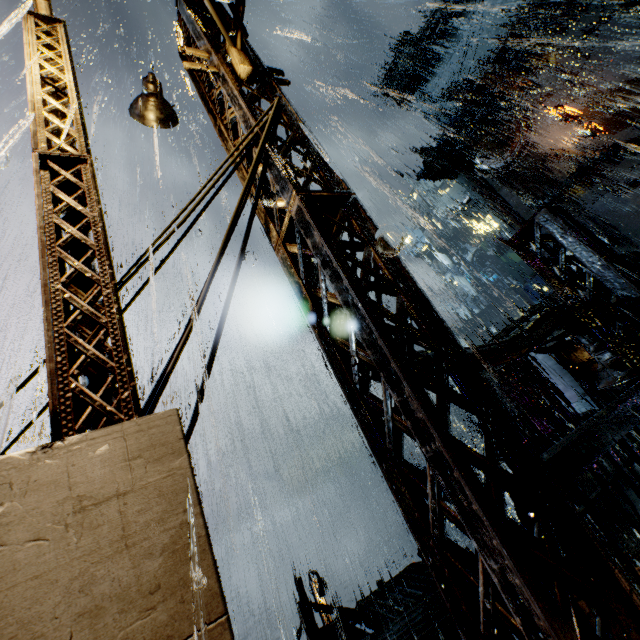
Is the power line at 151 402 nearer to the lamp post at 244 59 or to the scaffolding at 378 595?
the lamp post at 244 59

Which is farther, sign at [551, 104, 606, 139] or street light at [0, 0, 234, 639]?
sign at [551, 104, 606, 139]

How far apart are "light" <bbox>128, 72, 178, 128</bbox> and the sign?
41.2 meters

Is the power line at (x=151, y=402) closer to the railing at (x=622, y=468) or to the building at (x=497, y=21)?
the building at (x=497, y=21)

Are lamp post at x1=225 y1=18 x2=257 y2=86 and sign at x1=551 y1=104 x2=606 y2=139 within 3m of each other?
no

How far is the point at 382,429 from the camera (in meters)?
2.48

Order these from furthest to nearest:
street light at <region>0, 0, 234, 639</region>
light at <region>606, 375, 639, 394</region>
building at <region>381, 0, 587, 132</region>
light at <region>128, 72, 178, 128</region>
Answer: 1. building at <region>381, 0, 587, 132</region>
2. light at <region>128, 72, 178, 128</region>
3. light at <region>606, 375, 639, 394</region>
4. street light at <region>0, 0, 234, 639</region>

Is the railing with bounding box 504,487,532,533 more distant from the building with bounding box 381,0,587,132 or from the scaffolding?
the scaffolding
